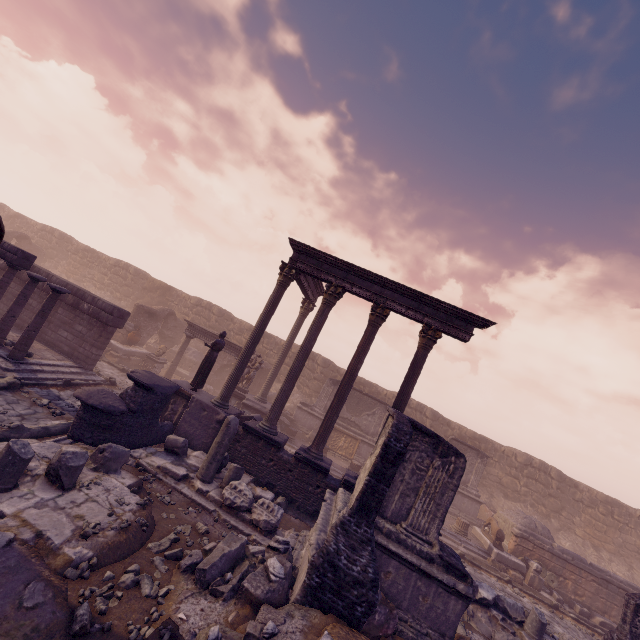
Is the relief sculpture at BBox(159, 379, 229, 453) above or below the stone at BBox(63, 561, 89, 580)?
above

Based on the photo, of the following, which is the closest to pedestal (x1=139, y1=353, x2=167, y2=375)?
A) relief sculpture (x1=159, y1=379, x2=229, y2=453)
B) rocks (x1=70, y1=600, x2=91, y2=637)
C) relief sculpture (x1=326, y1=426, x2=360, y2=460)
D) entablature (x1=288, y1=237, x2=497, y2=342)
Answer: relief sculpture (x1=159, y1=379, x2=229, y2=453)

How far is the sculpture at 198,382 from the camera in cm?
1131

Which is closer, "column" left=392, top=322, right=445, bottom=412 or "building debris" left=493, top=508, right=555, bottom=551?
"column" left=392, top=322, right=445, bottom=412

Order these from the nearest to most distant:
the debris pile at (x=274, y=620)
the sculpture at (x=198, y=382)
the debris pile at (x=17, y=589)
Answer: the debris pile at (x=17, y=589) < the debris pile at (x=274, y=620) < the sculpture at (x=198, y=382)

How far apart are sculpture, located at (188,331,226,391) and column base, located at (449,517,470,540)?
12.6m

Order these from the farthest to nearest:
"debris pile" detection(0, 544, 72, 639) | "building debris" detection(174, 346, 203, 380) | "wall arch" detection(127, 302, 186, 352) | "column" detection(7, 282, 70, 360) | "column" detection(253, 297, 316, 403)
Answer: "building debris" detection(174, 346, 203, 380), "wall arch" detection(127, 302, 186, 352), "column" detection(253, 297, 316, 403), "column" detection(7, 282, 70, 360), "debris pile" detection(0, 544, 72, 639)

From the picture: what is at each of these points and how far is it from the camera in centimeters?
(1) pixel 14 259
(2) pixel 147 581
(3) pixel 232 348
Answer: (1) entablature, 1066cm
(2) rocks, 476cm
(3) entablature, 1717cm
